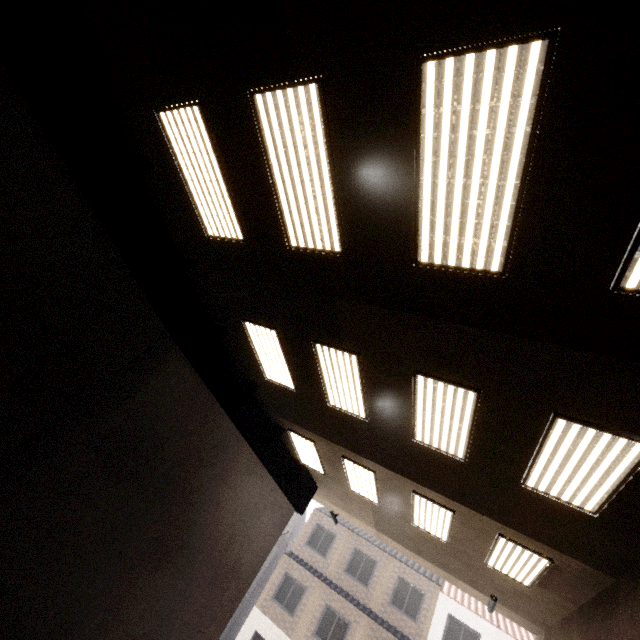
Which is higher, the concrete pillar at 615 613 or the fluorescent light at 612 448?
the fluorescent light at 612 448

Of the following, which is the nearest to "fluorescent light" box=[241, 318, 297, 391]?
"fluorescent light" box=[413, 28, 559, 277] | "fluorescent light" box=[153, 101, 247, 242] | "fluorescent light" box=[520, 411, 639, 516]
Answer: "fluorescent light" box=[153, 101, 247, 242]

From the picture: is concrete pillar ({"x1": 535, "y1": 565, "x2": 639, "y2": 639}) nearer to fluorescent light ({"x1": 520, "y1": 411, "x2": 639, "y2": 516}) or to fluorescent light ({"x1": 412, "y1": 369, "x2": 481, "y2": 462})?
fluorescent light ({"x1": 520, "y1": 411, "x2": 639, "y2": 516})

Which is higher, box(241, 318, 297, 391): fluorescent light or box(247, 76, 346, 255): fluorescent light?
box(247, 76, 346, 255): fluorescent light

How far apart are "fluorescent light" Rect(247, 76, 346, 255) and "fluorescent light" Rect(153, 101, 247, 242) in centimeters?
92cm

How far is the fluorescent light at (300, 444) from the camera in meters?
9.5

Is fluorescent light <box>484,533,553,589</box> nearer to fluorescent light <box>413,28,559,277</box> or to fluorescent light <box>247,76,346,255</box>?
fluorescent light <box>413,28,559,277</box>

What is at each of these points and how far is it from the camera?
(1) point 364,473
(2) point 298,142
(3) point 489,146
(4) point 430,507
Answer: (1) fluorescent light, 8.6 meters
(2) fluorescent light, 3.8 meters
(3) fluorescent light, 2.8 meters
(4) fluorescent light, 7.8 meters
